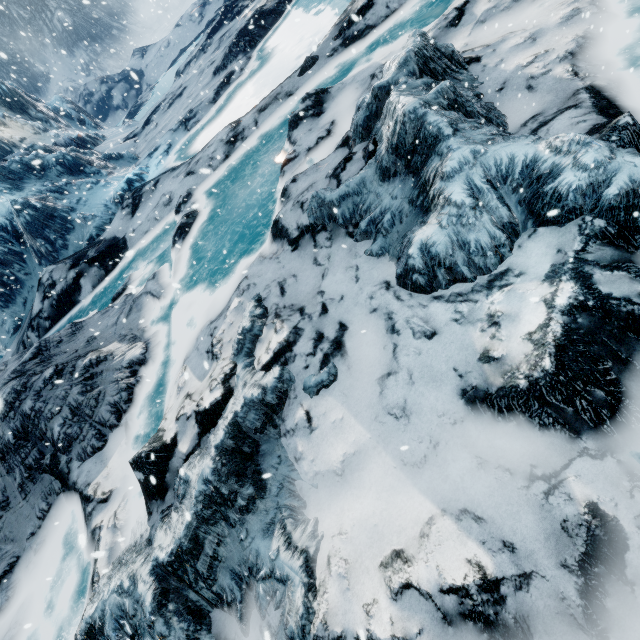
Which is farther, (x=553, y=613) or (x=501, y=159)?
(x=501, y=159)
